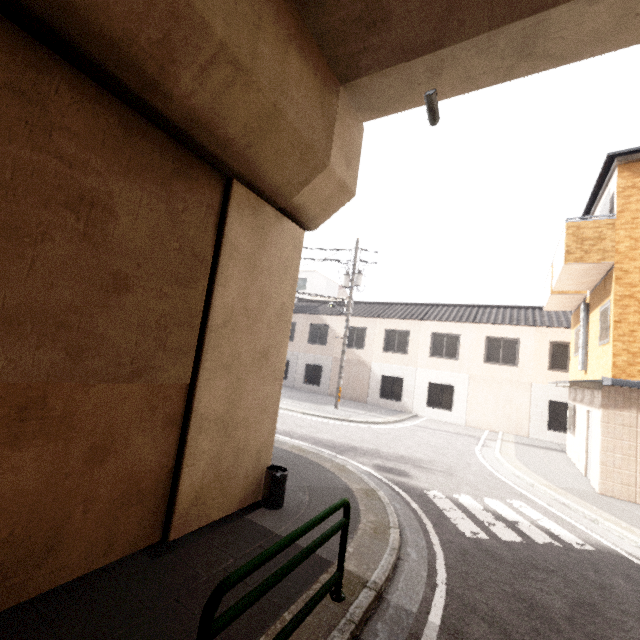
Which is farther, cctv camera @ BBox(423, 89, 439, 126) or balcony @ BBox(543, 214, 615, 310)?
balcony @ BBox(543, 214, 615, 310)

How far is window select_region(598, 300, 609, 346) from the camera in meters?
8.6 m

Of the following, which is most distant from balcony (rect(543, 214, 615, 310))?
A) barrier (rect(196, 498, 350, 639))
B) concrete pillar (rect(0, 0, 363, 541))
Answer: barrier (rect(196, 498, 350, 639))

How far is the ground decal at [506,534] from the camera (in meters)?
5.70

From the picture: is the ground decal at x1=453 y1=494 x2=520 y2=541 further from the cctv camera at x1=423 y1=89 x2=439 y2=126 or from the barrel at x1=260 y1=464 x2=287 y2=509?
the cctv camera at x1=423 y1=89 x2=439 y2=126

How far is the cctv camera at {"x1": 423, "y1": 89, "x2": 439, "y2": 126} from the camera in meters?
5.0

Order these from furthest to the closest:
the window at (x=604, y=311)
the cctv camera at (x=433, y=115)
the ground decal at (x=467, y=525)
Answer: the window at (x=604, y=311)
the ground decal at (x=467, y=525)
the cctv camera at (x=433, y=115)

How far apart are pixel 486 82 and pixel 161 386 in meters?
6.4 m
